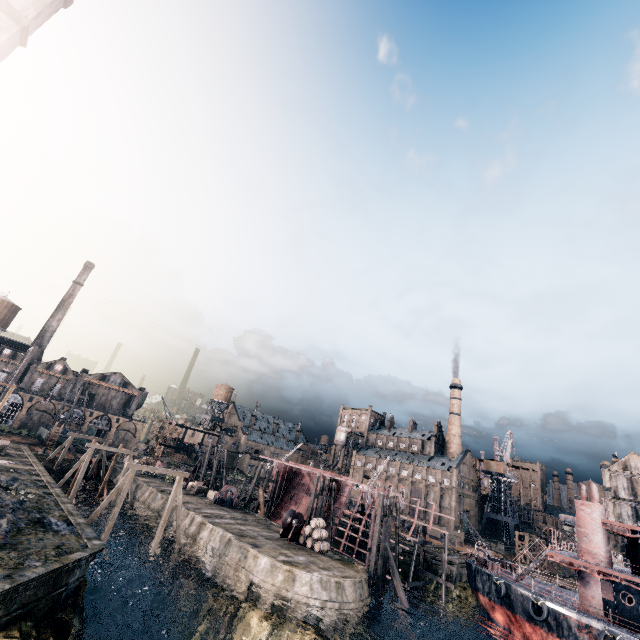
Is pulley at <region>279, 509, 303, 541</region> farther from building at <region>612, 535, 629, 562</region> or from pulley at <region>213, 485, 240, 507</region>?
building at <region>612, 535, 629, 562</region>

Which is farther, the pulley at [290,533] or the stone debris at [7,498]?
the pulley at [290,533]

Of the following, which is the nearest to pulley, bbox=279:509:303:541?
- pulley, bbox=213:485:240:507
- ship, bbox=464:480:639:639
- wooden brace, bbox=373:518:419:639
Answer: wooden brace, bbox=373:518:419:639

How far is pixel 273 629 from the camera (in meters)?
22.09

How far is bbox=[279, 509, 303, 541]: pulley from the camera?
33.1m

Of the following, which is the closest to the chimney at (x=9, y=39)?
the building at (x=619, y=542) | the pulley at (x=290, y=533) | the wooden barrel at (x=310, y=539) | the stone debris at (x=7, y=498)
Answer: the stone debris at (x=7, y=498)

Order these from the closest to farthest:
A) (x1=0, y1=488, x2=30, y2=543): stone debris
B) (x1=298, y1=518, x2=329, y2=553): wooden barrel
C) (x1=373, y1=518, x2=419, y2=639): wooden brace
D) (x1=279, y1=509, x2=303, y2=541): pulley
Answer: (x1=0, y1=488, x2=30, y2=543): stone debris < (x1=373, y1=518, x2=419, y2=639): wooden brace < (x1=298, y1=518, x2=329, y2=553): wooden barrel < (x1=279, y1=509, x2=303, y2=541): pulley

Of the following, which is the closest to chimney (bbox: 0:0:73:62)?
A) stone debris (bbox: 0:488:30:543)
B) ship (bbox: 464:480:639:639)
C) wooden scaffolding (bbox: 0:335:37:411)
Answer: wooden scaffolding (bbox: 0:335:37:411)
